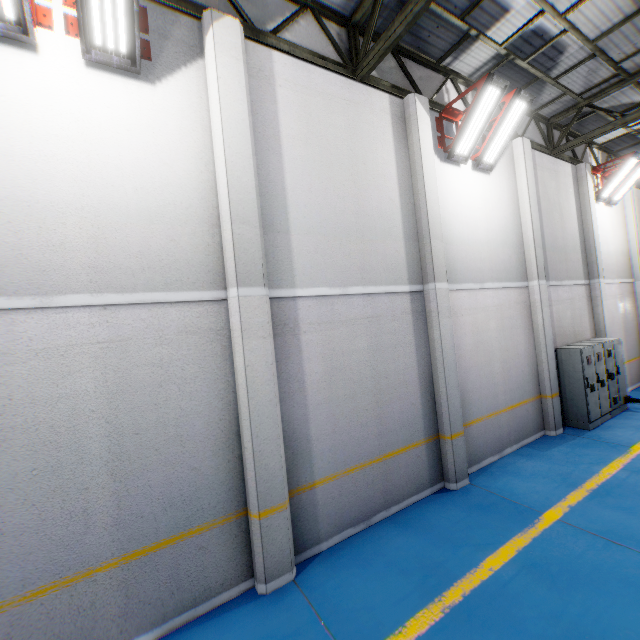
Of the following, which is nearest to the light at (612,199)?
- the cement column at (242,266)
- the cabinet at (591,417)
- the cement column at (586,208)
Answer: the cement column at (586,208)

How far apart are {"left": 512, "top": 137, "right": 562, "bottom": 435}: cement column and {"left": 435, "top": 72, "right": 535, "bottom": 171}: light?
2.2m

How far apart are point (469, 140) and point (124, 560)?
9.3m

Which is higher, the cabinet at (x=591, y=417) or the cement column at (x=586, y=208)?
the cement column at (x=586, y=208)

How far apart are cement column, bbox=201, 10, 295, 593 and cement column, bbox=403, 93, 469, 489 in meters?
3.3

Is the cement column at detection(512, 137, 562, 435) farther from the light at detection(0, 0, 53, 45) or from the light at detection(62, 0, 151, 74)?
the light at detection(0, 0, 53, 45)

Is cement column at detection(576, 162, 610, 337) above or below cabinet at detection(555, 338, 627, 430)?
above

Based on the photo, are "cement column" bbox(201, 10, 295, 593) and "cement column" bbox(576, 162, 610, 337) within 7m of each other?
no
